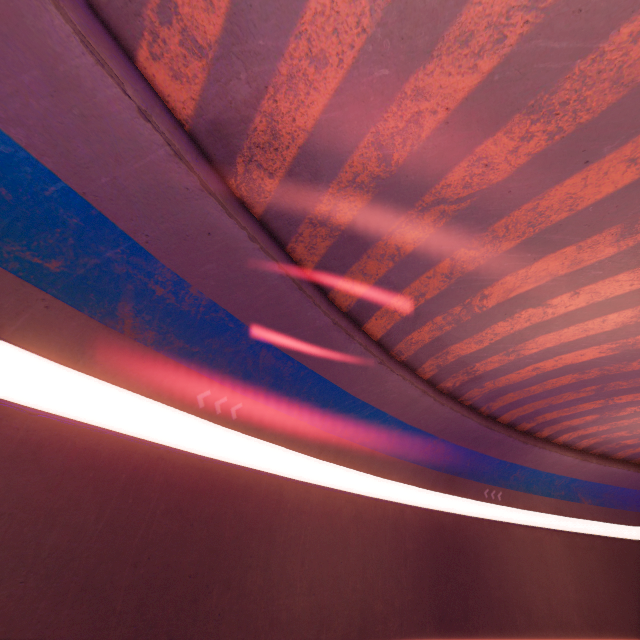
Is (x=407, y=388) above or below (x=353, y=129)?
below
